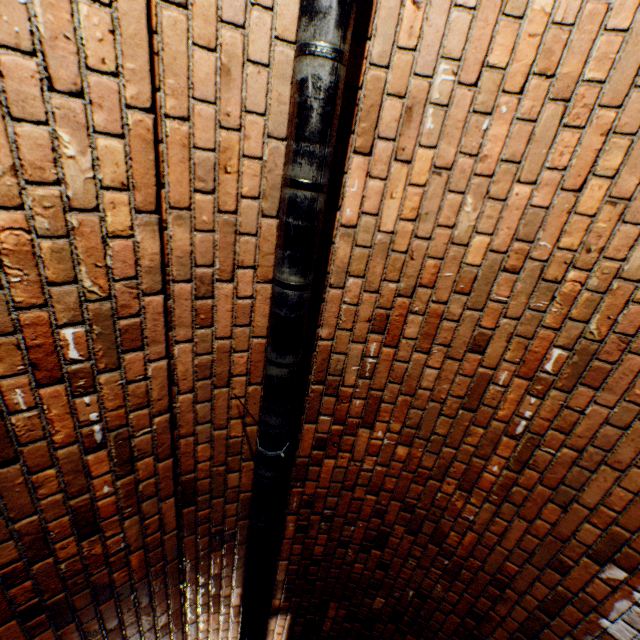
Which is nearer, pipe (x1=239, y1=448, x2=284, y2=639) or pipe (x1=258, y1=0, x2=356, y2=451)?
pipe (x1=258, y1=0, x2=356, y2=451)

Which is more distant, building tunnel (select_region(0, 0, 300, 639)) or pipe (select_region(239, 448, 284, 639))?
pipe (select_region(239, 448, 284, 639))

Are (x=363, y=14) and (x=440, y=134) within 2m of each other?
yes

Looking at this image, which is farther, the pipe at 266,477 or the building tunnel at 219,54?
the pipe at 266,477

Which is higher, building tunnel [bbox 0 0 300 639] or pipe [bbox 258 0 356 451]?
building tunnel [bbox 0 0 300 639]

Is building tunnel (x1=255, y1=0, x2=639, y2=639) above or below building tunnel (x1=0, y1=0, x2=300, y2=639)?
below

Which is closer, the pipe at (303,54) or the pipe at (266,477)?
the pipe at (303,54)
